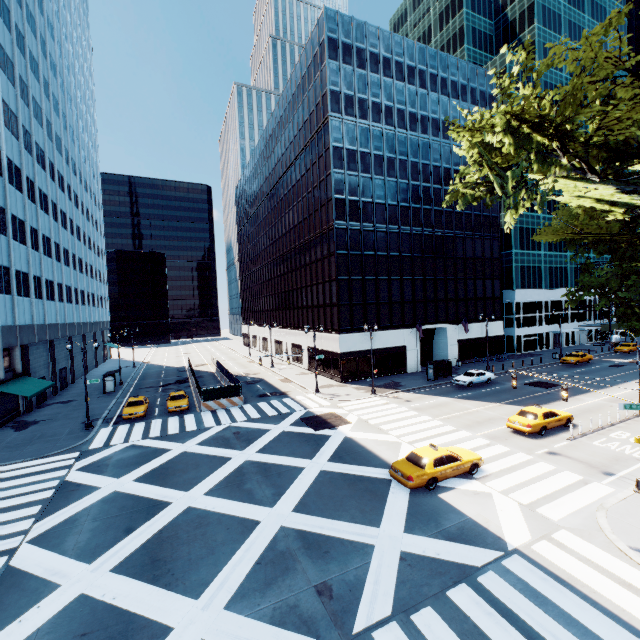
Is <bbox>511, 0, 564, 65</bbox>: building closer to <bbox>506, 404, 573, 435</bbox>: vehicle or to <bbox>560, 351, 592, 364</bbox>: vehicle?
<bbox>560, 351, 592, 364</bbox>: vehicle

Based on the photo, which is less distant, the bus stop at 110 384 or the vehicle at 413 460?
the vehicle at 413 460

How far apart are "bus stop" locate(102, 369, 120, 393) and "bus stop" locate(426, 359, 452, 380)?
39.5 meters

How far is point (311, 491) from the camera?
16.28m

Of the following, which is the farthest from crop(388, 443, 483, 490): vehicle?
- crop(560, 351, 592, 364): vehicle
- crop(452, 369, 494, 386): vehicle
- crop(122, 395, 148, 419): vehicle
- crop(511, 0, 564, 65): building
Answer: crop(511, 0, 564, 65): building

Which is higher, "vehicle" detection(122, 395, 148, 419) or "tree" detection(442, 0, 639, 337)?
"tree" detection(442, 0, 639, 337)

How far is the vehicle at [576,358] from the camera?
44.0m

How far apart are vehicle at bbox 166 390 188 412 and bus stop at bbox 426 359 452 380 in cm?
2667
